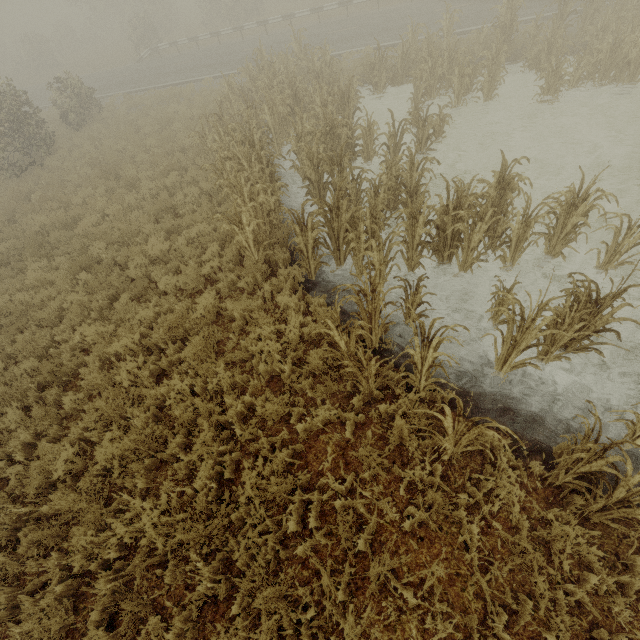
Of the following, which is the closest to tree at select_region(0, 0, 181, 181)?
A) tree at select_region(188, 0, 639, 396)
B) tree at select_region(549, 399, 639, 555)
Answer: tree at select_region(188, 0, 639, 396)

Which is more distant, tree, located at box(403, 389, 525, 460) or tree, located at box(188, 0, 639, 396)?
tree, located at box(188, 0, 639, 396)

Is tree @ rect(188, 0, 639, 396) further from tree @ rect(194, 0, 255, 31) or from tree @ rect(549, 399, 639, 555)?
tree @ rect(194, 0, 255, 31)

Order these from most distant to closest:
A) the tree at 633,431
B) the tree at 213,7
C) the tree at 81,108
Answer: the tree at 213,7, the tree at 81,108, the tree at 633,431

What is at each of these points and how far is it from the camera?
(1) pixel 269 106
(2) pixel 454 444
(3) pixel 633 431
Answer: (1) tree, 10.2 meters
(2) tree, 4.1 meters
(3) tree, 4.0 meters

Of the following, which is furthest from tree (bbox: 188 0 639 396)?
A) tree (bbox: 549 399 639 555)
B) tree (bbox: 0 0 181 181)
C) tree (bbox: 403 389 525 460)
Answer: tree (bbox: 0 0 181 181)

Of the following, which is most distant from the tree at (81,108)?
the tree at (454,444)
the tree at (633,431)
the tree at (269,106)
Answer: the tree at (633,431)

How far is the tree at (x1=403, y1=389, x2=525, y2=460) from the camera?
3.17m
